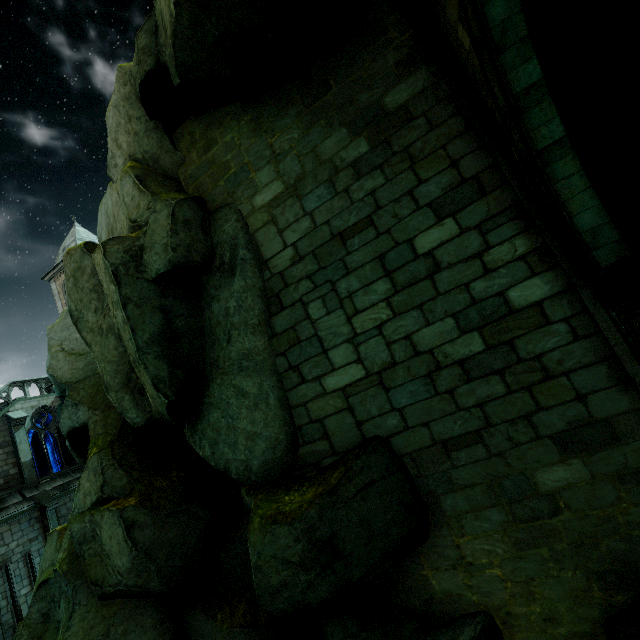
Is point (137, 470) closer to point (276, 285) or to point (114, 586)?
point (114, 586)

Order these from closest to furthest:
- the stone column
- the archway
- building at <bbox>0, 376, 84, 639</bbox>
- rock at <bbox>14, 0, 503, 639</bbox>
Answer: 1. the archway
2. the stone column
3. rock at <bbox>14, 0, 503, 639</bbox>
4. building at <bbox>0, 376, 84, 639</bbox>

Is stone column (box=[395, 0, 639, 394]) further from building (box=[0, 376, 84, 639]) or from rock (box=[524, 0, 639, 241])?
building (box=[0, 376, 84, 639])

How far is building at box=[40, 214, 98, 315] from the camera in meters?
30.6 m

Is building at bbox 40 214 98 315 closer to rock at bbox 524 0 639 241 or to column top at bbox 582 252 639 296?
rock at bbox 524 0 639 241

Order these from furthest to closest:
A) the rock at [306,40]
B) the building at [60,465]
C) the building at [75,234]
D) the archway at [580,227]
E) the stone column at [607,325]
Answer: the building at [75,234], the building at [60,465], the rock at [306,40], the stone column at [607,325], the archway at [580,227]

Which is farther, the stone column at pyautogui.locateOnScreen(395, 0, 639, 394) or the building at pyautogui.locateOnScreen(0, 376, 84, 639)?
the building at pyautogui.locateOnScreen(0, 376, 84, 639)

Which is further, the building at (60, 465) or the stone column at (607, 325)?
the building at (60, 465)
